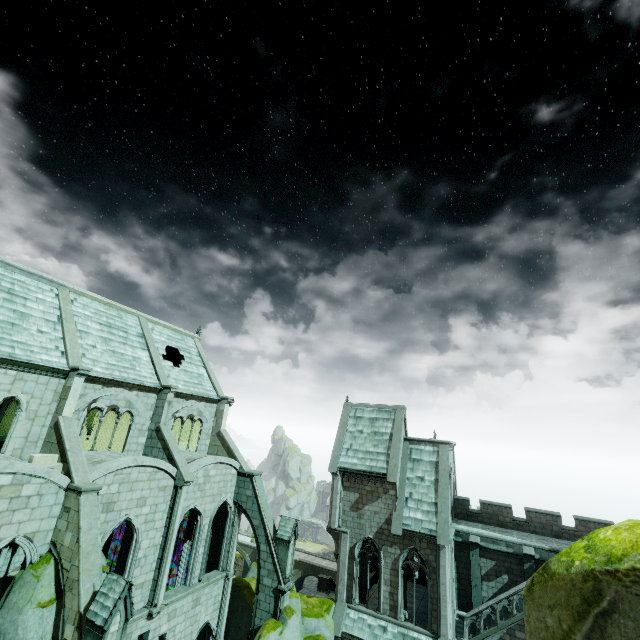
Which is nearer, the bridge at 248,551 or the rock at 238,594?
the rock at 238,594

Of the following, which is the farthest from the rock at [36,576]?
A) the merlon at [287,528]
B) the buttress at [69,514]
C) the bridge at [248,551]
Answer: the bridge at [248,551]

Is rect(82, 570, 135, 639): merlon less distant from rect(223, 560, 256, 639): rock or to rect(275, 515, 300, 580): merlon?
rect(223, 560, 256, 639): rock

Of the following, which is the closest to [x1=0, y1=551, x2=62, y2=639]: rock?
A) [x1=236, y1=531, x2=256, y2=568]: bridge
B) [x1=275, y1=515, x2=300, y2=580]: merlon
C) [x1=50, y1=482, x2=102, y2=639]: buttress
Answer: [x1=50, y1=482, x2=102, y2=639]: buttress

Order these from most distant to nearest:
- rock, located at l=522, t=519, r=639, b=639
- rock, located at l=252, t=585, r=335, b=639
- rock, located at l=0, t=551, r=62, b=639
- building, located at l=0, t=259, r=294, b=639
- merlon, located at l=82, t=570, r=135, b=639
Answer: rock, located at l=252, t=585, r=335, b=639, building, located at l=0, t=259, r=294, b=639, rock, located at l=0, t=551, r=62, b=639, merlon, located at l=82, t=570, r=135, b=639, rock, located at l=522, t=519, r=639, b=639

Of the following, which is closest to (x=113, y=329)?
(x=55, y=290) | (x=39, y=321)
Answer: (x=55, y=290)

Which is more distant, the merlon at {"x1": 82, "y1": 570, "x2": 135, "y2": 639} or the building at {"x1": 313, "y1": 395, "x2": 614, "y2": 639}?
the building at {"x1": 313, "y1": 395, "x2": 614, "y2": 639}

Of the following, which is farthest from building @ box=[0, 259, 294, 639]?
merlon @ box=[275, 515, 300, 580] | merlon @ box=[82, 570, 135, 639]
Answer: merlon @ box=[82, 570, 135, 639]
